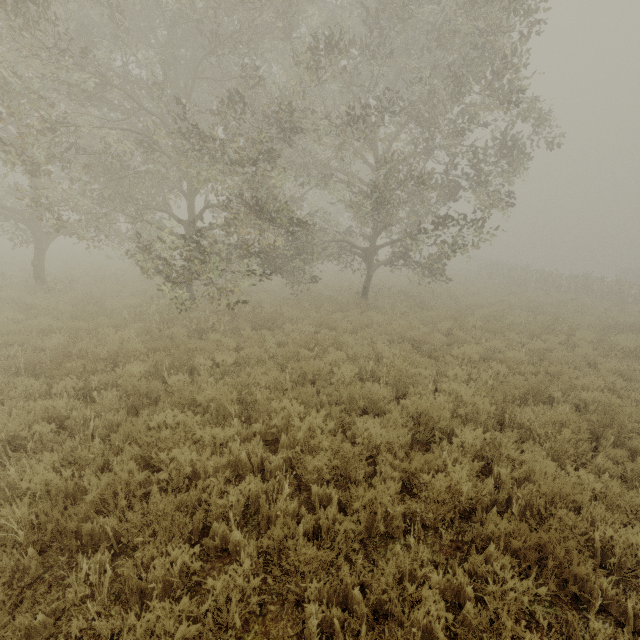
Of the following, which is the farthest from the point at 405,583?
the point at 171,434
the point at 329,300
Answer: the point at 329,300
